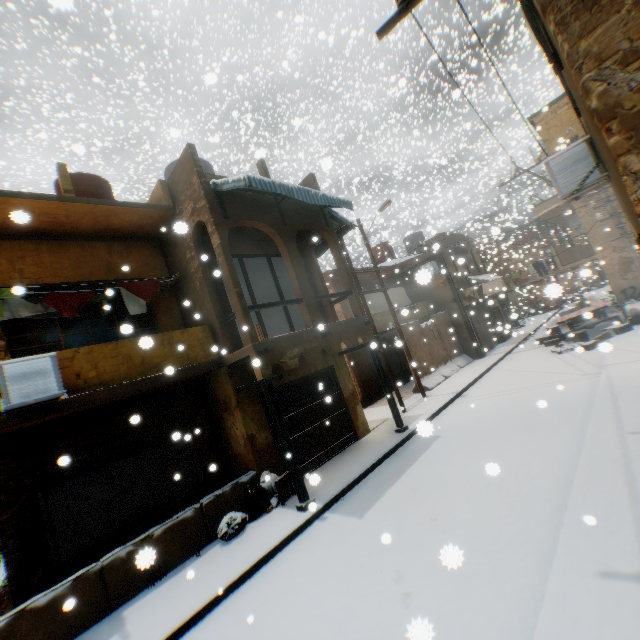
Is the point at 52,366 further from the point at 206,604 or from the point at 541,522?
the point at 541,522

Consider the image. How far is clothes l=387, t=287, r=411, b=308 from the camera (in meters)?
18.82

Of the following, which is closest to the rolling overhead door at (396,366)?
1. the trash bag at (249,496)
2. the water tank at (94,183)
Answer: the trash bag at (249,496)

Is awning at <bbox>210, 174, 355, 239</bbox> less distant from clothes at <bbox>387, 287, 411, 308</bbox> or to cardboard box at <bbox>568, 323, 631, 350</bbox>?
clothes at <bbox>387, 287, 411, 308</bbox>

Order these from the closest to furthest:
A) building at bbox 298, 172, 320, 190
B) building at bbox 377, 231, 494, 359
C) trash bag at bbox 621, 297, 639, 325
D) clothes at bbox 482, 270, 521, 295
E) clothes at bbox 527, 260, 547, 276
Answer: building at bbox 298, 172, 320, 190 → trash bag at bbox 621, 297, 639, 325 → clothes at bbox 527, 260, 547, 276 → clothes at bbox 482, 270, 521, 295 → building at bbox 377, 231, 494, 359

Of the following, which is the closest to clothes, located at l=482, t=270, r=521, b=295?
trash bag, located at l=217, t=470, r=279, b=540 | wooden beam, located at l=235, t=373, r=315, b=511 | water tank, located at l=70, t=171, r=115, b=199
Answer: wooden beam, located at l=235, t=373, r=315, b=511

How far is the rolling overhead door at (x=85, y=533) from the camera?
7.0 meters

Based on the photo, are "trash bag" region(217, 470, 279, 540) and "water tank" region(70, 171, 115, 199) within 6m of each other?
no
